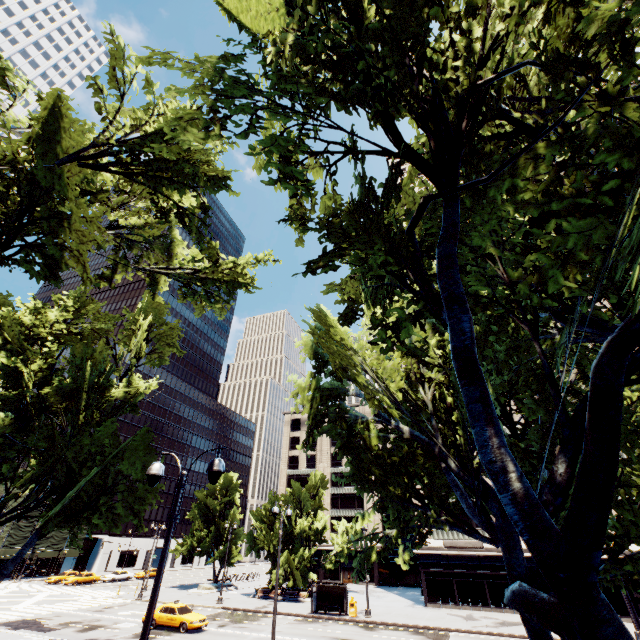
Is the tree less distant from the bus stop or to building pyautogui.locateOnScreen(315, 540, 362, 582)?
the bus stop

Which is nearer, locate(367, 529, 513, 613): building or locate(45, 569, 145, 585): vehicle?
locate(367, 529, 513, 613): building

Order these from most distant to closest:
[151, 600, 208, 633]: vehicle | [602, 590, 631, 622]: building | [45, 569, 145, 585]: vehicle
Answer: [45, 569, 145, 585]: vehicle
[602, 590, 631, 622]: building
[151, 600, 208, 633]: vehicle

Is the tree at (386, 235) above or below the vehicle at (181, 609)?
above

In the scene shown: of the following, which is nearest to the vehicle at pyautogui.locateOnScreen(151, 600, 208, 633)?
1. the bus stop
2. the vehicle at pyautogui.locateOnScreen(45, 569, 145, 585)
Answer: the bus stop

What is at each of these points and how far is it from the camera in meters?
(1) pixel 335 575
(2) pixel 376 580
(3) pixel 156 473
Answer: (1) building, 56.7 m
(2) building, 54.1 m
(3) light, 8.1 m

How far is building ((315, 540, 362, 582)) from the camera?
56.44m

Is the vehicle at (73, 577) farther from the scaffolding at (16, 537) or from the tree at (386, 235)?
the tree at (386, 235)
